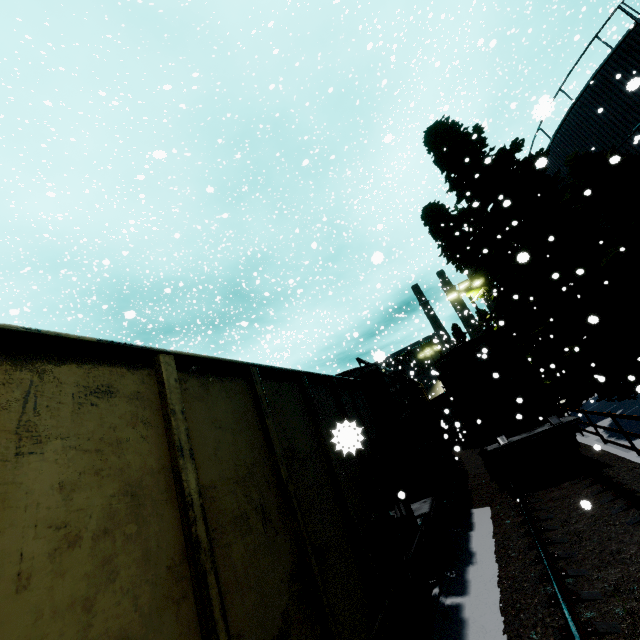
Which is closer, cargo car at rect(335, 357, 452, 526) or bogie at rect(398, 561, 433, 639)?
bogie at rect(398, 561, 433, 639)

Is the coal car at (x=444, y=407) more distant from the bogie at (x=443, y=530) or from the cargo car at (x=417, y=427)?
the bogie at (x=443, y=530)

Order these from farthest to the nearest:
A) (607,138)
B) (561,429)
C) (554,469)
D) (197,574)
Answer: (607,138)
(554,469)
(561,429)
(197,574)

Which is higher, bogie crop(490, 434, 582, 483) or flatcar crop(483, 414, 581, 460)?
flatcar crop(483, 414, 581, 460)

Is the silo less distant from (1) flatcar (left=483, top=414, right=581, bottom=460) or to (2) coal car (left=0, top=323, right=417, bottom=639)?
(2) coal car (left=0, top=323, right=417, bottom=639)

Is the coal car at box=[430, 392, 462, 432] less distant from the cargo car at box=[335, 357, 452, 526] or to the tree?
the cargo car at box=[335, 357, 452, 526]

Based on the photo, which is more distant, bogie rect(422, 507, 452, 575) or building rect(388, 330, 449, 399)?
building rect(388, 330, 449, 399)

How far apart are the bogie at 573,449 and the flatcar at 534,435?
0.0m
